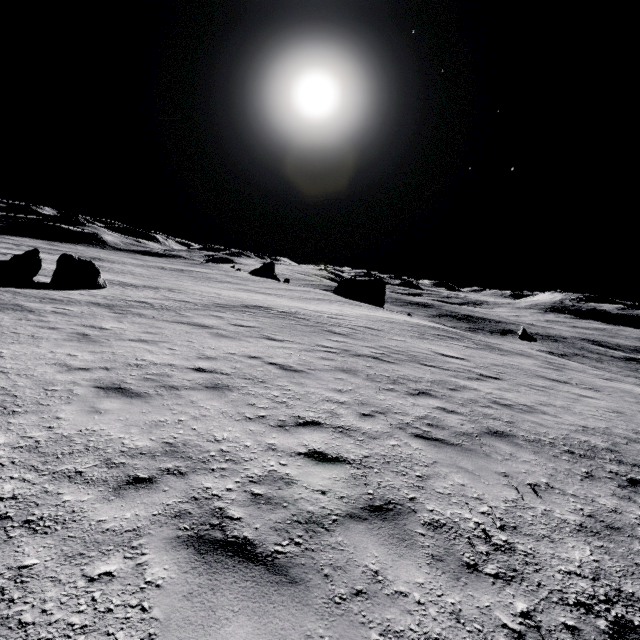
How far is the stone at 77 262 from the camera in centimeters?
2052cm

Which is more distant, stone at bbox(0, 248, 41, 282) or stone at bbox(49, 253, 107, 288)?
stone at bbox(49, 253, 107, 288)

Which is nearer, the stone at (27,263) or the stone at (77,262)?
the stone at (27,263)

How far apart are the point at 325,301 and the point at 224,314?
27.7m

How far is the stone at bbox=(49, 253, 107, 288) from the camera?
20.52m
